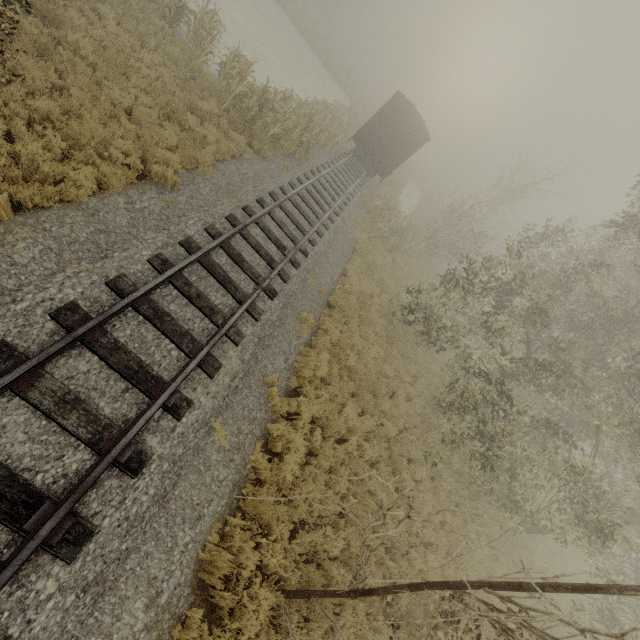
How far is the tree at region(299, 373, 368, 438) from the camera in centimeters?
839cm

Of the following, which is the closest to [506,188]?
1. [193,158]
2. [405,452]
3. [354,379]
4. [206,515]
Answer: [354,379]

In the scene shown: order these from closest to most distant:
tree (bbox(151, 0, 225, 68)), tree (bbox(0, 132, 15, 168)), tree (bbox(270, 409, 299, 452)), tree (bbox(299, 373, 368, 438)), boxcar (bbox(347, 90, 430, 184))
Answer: tree (bbox(0, 132, 15, 168)) → tree (bbox(270, 409, 299, 452)) → tree (bbox(299, 373, 368, 438)) → tree (bbox(151, 0, 225, 68)) → boxcar (bbox(347, 90, 430, 184))

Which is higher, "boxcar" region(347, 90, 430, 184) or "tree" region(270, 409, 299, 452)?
"boxcar" region(347, 90, 430, 184)

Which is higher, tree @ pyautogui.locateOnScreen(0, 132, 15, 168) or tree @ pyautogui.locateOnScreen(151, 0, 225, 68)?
tree @ pyautogui.locateOnScreen(151, 0, 225, 68)

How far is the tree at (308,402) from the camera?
8.4m
